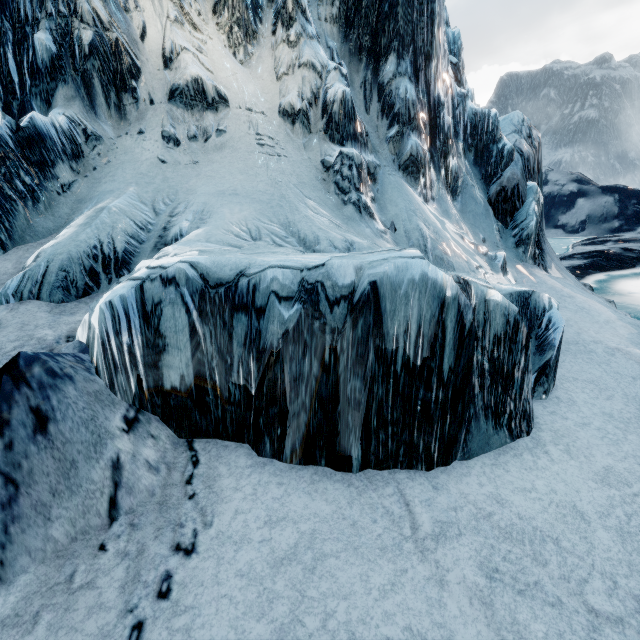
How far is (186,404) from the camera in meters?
2.0
